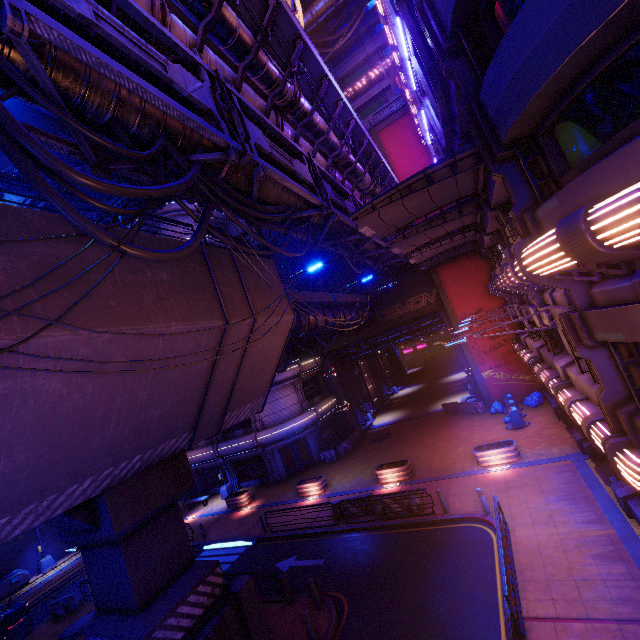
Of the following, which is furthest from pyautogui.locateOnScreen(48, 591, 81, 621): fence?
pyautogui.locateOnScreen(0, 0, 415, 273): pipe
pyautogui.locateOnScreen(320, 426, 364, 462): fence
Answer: pyautogui.locateOnScreen(0, 0, 415, 273): pipe

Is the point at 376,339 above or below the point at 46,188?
below

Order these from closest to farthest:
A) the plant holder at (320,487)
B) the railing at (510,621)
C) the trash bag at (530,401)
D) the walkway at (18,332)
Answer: the walkway at (18,332) < the railing at (510,621) < the plant holder at (320,487) < the trash bag at (530,401)

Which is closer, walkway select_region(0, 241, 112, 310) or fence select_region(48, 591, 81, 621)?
walkway select_region(0, 241, 112, 310)

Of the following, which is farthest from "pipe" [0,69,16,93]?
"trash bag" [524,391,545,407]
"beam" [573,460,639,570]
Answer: "beam" [573,460,639,570]

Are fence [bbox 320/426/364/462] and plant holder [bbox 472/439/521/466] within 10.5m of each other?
no

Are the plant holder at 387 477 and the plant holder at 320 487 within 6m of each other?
yes

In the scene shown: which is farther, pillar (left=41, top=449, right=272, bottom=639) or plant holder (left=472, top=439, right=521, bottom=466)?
plant holder (left=472, top=439, right=521, bottom=466)
